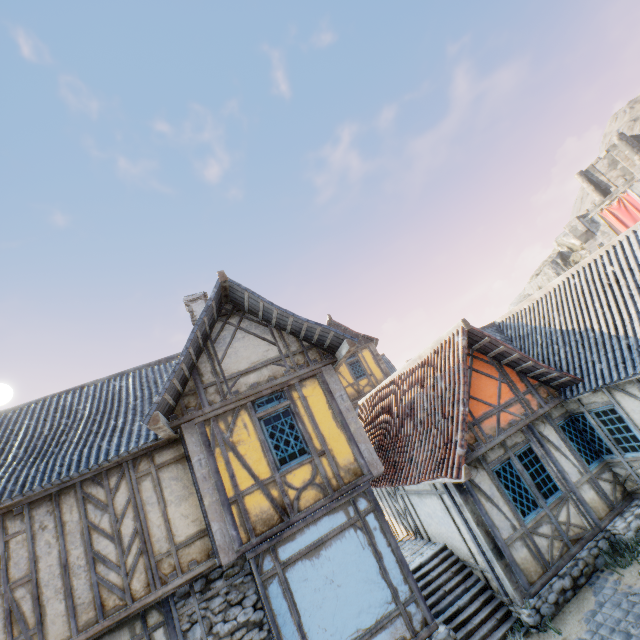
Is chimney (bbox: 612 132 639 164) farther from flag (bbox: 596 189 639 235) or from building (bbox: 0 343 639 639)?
building (bbox: 0 343 639 639)

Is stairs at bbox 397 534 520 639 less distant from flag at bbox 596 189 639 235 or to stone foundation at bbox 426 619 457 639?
stone foundation at bbox 426 619 457 639

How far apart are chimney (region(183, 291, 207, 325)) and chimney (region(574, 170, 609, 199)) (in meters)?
46.55

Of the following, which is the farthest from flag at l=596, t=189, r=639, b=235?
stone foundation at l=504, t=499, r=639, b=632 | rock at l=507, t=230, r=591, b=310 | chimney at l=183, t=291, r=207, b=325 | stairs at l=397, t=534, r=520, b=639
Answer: chimney at l=183, t=291, r=207, b=325

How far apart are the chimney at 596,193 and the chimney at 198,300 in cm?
4655

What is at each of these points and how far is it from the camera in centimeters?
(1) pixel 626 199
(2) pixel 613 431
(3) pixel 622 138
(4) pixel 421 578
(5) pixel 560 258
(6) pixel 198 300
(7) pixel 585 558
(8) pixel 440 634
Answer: (1) flag, 3200cm
(2) building, 852cm
(3) chimney, 3453cm
(4) stairs, 824cm
(5) rock, 4138cm
(6) chimney, 1253cm
(7) stone foundation, 751cm
(8) stone foundation, 641cm

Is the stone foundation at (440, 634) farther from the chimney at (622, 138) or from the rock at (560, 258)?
the chimney at (622, 138)

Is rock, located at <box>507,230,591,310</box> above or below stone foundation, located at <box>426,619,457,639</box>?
above
